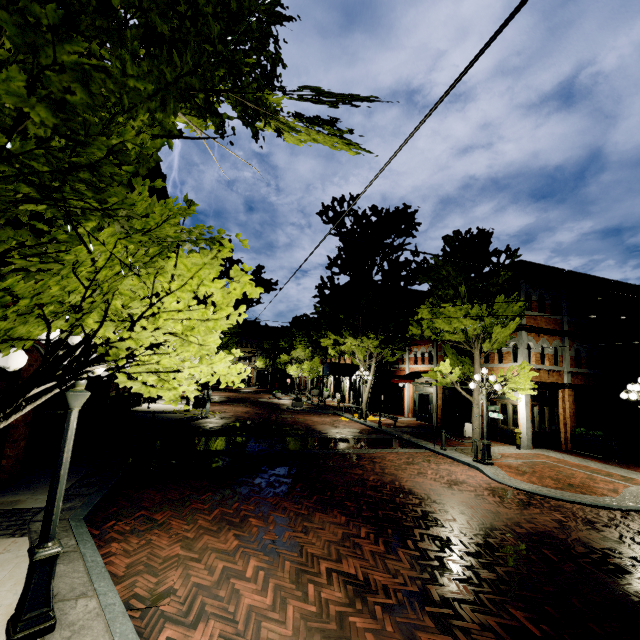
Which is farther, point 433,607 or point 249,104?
point 433,607

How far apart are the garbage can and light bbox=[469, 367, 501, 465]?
7.0 meters

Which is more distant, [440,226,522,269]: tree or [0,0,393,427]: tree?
[440,226,522,269]: tree

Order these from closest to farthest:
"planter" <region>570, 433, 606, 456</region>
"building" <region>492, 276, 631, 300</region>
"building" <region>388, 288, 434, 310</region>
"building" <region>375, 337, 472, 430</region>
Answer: "planter" <region>570, 433, 606, 456</region> < "building" <region>492, 276, 631, 300</region> < "building" <region>375, 337, 472, 430</region> < "building" <region>388, 288, 434, 310</region>

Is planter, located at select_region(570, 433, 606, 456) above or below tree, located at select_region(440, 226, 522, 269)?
below

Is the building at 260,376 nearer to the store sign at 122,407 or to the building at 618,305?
the building at 618,305

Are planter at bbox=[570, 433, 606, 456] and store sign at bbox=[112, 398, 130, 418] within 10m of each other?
no

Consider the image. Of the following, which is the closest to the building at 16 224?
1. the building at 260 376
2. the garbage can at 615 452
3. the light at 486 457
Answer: the garbage can at 615 452
